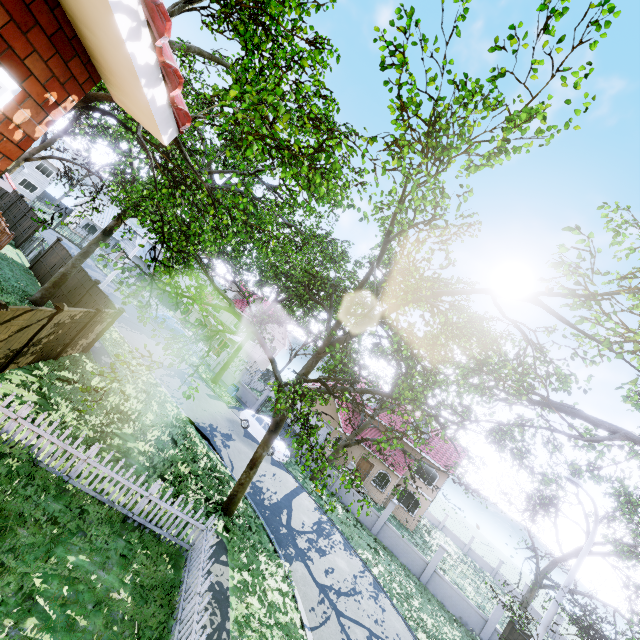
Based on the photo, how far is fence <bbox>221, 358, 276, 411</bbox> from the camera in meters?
28.6

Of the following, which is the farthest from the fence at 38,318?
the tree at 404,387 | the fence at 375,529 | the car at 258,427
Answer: the fence at 375,529

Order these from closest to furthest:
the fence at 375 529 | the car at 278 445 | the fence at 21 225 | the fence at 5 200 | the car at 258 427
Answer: the fence at 375 529 → the car at 278 445 → the car at 258 427 → the fence at 21 225 → the fence at 5 200

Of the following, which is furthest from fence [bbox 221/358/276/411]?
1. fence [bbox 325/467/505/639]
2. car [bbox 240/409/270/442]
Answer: fence [bbox 325/467/505/639]

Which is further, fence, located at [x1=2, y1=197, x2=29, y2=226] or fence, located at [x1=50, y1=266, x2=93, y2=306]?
fence, located at [x1=2, y1=197, x2=29, y2=226]

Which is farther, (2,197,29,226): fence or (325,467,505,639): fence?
(2,197,29,226): fence

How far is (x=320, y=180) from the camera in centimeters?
454cm

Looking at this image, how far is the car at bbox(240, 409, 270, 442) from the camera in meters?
21.5 m
